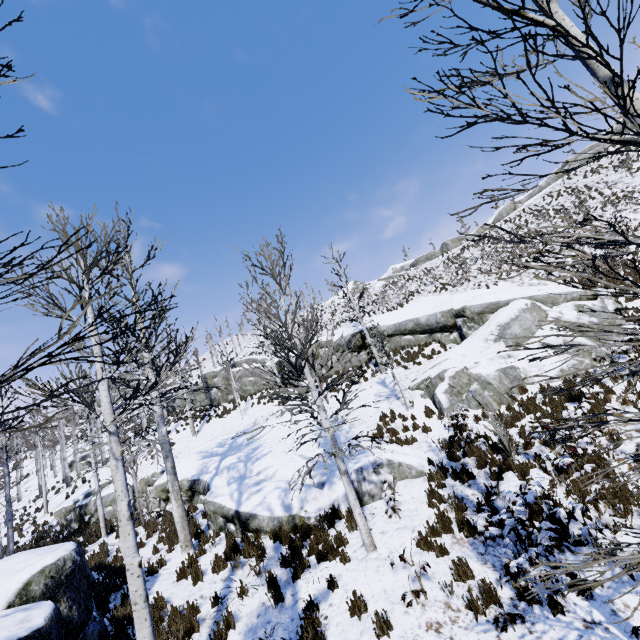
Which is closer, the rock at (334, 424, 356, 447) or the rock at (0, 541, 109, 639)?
the rock at (0, 541, 109, 639)

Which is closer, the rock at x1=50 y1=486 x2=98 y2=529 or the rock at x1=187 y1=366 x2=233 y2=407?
the rock at x1=50 y1=486 x2=98 y2=529

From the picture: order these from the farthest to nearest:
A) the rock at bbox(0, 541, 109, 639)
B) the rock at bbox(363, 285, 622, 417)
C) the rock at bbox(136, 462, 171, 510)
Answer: the rock at bbox(136, 462, 171, 510), the rock at bbox(363, 285, 622, 417), the rock at bbox(0, 541, 109, 639)

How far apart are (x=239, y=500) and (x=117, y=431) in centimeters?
596cm

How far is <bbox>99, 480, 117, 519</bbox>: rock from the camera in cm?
1728

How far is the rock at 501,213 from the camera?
38.2 meters

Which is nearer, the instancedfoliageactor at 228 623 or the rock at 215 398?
the instancedfoliageactor at 228 623

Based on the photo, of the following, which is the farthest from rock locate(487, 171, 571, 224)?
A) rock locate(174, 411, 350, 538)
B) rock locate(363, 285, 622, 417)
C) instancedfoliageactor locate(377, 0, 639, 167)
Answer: instancedfoliageactor locate(377, 0, 639, 167)
